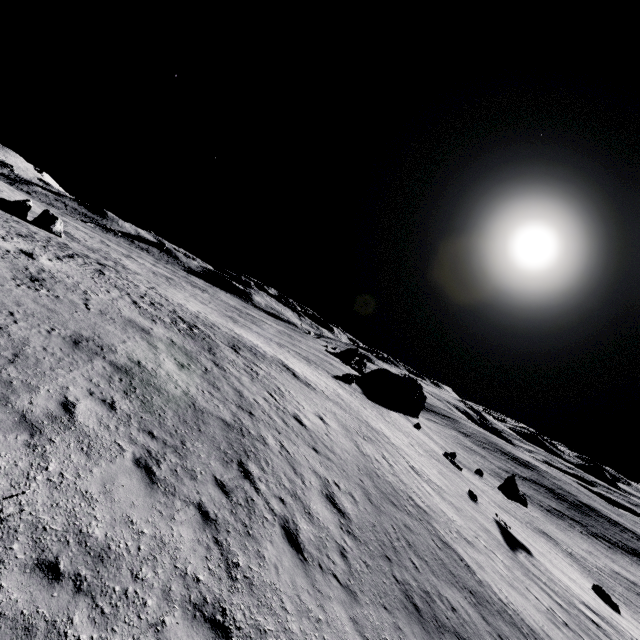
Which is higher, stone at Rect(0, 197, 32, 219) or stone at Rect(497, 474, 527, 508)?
stone at Rect(0, 197, 32, 219)

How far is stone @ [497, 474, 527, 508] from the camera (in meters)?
31.00

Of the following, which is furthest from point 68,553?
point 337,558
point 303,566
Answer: point 337,558

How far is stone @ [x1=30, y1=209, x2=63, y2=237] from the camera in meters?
33.9 m

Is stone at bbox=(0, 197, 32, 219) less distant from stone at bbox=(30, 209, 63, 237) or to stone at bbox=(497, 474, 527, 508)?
stone at bbox=(30, 209, 63, 237)

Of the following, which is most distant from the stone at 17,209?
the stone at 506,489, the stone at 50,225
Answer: the stone at 506,489
